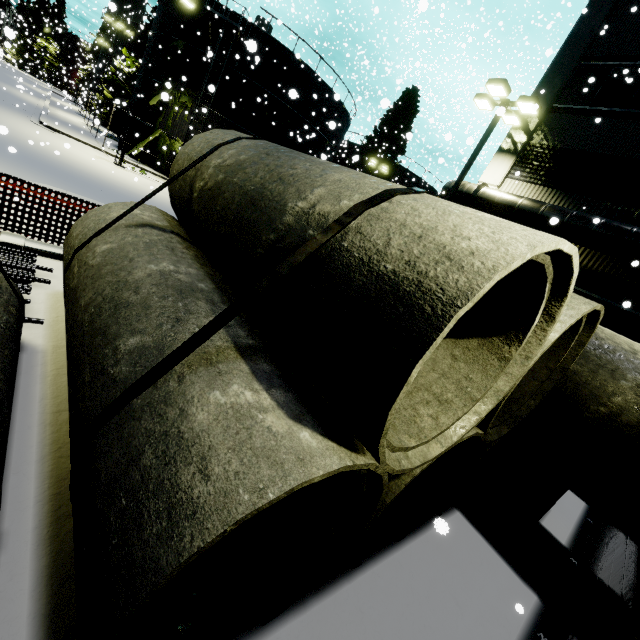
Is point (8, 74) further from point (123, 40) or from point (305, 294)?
point (305, 294)

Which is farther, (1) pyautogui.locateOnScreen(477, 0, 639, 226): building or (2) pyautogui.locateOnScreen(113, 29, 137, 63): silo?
(2) pyautogui.locateOnScreen(113, 29, 137, 63): silo

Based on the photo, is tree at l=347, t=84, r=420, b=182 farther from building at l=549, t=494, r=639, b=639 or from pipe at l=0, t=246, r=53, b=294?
pipe at l=0, t=246, r=53, b=294

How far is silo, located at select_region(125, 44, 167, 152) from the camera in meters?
23.9 m

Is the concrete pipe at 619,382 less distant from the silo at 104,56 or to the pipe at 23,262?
the silo at 104,56

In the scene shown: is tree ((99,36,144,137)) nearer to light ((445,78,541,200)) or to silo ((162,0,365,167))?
silo ((162,0,365,167))

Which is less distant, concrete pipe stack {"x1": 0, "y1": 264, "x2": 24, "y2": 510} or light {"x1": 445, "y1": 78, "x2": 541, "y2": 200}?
concrete pipe stack {"x1": 0, "y1": 264, "x2": 24, "y2": 510}

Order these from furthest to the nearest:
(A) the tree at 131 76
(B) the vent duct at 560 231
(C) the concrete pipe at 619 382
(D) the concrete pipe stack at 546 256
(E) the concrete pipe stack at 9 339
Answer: (A) the tree at 131 76, (B) the vent duct at 560 231, (C) the concrete pipe at 619 382, (E) the concrete pipe stack at 9 339, (D) the concrete pipe stack at 546 256
